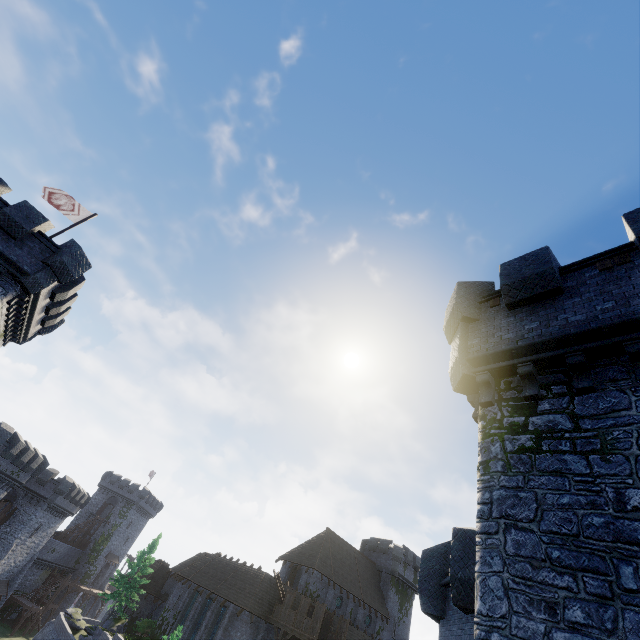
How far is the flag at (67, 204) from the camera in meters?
20.0 m

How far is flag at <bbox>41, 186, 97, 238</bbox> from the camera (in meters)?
20.03

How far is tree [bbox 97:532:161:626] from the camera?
37.0 meters

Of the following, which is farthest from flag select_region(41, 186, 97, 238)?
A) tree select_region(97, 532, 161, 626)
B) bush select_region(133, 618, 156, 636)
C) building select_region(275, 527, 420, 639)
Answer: bush select_region(133, 618, 156, 636)

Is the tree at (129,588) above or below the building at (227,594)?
above

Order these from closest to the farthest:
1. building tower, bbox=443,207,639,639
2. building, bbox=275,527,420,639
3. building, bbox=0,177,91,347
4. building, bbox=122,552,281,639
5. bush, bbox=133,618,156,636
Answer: building tower, bbox=443,207,639,639, building, bbox=0,177,91,347, building, bbox=122,552,281,639, bush, bbox=133,618,156,636, building, bbox=275,527,420,639

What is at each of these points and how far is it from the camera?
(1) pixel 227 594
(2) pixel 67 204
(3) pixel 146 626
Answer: (1) building, 31.5m
(2) flag, 20.6m
(3) bush, 37.1m

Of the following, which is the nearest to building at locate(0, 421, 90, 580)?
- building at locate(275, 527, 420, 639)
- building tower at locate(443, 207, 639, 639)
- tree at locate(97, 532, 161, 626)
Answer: building at locate(275, 527, 420, 639)
